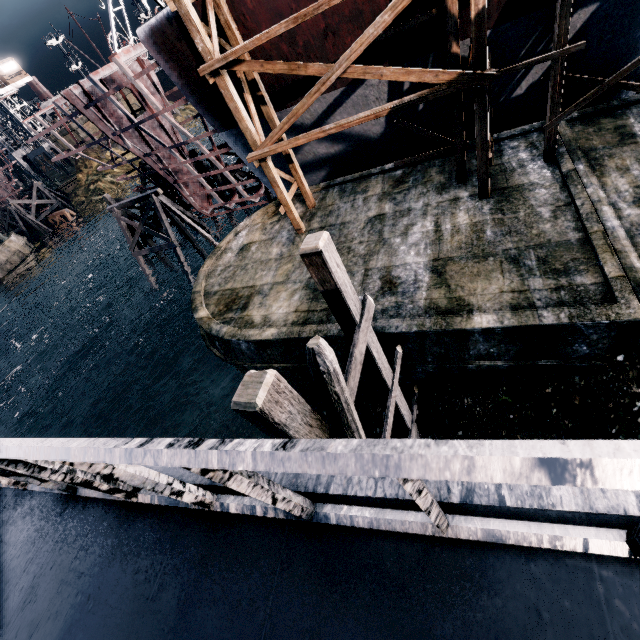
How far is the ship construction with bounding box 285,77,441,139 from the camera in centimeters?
1381cm

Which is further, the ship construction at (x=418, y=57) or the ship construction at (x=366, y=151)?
the ship construction at (x=366, y=151)

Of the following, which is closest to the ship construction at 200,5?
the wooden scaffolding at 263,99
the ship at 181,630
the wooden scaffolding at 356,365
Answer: the wooden scaffolding at 263,99

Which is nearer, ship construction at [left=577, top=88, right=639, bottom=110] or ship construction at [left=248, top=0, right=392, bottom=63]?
ship construction at [left=248, top=0, right=392, bottom=63]

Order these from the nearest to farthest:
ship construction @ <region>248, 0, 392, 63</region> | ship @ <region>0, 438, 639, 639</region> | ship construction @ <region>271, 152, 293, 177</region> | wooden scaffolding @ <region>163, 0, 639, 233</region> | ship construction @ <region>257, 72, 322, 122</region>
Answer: ship @ <region>0, 438, 639, 639</region> → wooden scaffolding @ <region>163, 0, 639, 233</region> → ship construction @ <region>248, 0, 392, 63</region> → ship construction @ <region>257, 72, 322, 122</region> → ship construction @ <region>271, 152, 293, 177</region>

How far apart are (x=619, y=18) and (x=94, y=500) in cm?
1865

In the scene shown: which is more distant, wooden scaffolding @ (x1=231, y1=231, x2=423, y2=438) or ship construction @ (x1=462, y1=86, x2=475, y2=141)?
ship construction @ (x1=462, y1=86, x2=475, y2=141)
